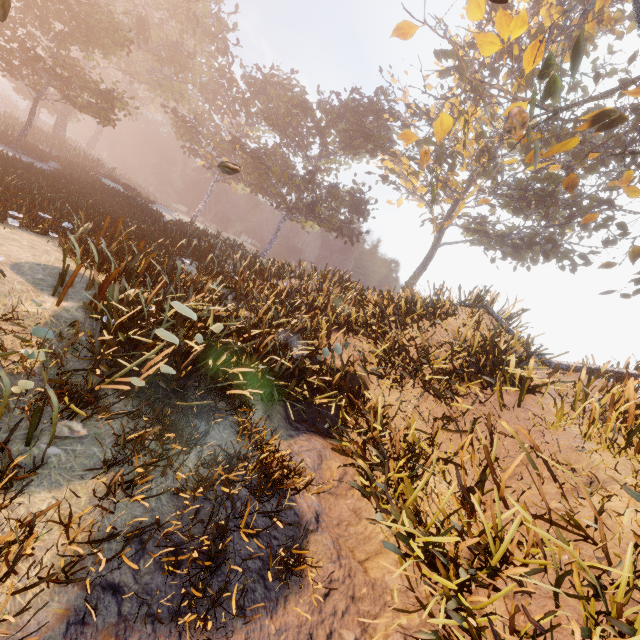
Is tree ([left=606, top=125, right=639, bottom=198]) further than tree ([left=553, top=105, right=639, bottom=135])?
Yes

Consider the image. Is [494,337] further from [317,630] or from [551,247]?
[551,247]

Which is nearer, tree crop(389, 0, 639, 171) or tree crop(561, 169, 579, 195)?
tree crop(389, 0, 639, 171)

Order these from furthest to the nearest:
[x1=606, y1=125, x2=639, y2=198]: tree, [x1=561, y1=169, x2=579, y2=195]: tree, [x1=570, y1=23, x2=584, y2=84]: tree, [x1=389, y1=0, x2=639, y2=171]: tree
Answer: [x1=561, y1=169, x2=579, y2=195]: tree → [x1=606, y1=125, x2=639, y2=198]: tree → [x1=389, y1=0, x2=639, y2=171]: tree → [x1=570, y1=23, x2=584, y2=84]: tree

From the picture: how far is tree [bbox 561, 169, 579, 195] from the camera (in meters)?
11.52

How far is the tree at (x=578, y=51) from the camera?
6.2m

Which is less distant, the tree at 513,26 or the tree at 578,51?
the tree at 578,51
